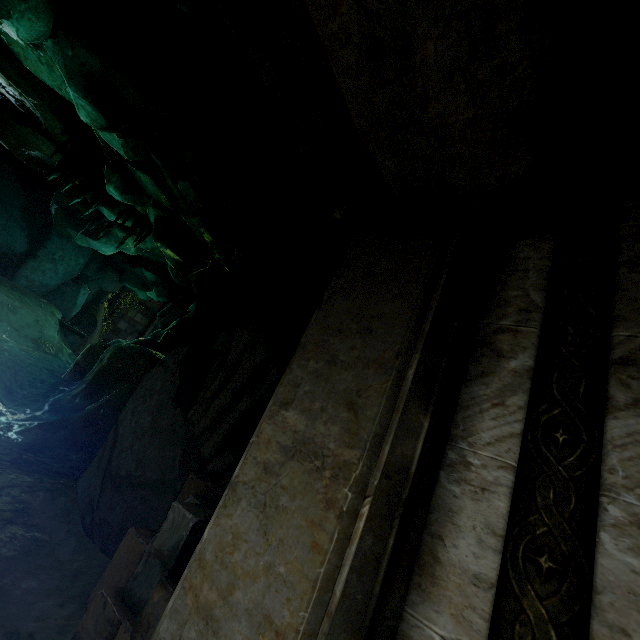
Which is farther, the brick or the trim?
the brick

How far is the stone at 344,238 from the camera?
2.0 meters

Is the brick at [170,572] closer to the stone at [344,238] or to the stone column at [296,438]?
the stone column at [296,438]

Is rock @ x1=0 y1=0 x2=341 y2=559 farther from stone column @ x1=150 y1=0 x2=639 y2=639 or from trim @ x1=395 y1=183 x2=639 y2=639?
trim @ x1=395 y1=183 x2=639 y2=639

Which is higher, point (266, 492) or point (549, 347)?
point (549, 347)

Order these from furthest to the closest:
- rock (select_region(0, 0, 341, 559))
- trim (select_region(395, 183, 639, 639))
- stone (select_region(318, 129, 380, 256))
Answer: rock (select_region(0, 0, 341, 559))
stone (select_region(318, 129, 380, 256))
trim (select_region(395, 183, 639, 639))

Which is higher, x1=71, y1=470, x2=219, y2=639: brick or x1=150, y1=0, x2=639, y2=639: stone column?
x1=150, y1=0, x2=639, y2=639: stone column

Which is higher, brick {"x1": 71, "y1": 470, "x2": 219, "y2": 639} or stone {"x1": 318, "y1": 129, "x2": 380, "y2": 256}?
stone {"x1": 318, "y1": 129, "x2": 380, "y2": 256}
